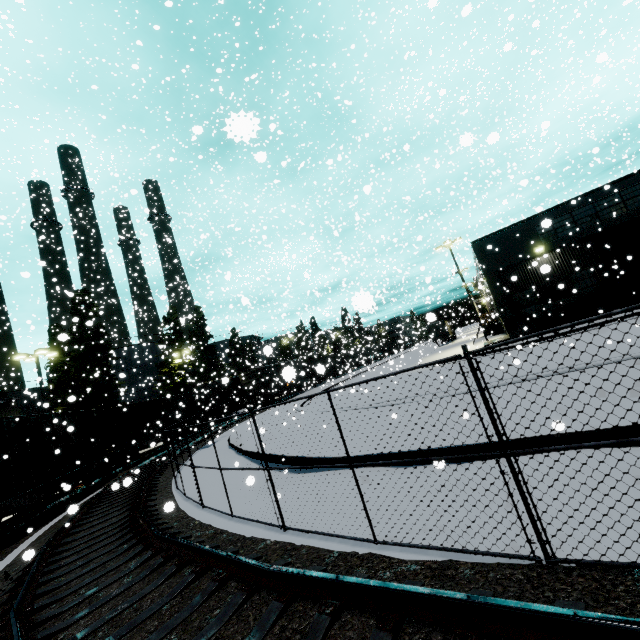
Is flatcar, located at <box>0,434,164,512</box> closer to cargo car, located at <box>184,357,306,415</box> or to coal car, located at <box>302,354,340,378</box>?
coal car, located at <box>302,354,340,378</box>

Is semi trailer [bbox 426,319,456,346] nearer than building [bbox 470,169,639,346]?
No

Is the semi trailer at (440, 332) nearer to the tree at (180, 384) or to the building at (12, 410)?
the building at (12, 410)

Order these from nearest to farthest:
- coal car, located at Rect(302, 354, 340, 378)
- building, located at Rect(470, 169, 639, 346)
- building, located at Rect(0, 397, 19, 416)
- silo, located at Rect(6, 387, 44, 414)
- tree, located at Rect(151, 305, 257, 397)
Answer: coal car, located at Rect(302, 354, 340, 378) < building, located at Rect(470, 169, 639, 346) < building, located at Rect(0, 397, 19, 416) < tree, located at Rect(151, 305, 257, 397) < silo, located at Rect(6, 387, 44, 414)

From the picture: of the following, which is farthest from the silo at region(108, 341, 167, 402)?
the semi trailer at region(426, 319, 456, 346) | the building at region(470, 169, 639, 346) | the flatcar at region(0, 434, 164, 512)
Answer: the flatcar at region(0, 434, 164, 512)

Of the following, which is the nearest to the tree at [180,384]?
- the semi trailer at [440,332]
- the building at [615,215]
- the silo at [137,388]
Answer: the silo at [137,388]

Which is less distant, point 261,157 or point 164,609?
point 164,609

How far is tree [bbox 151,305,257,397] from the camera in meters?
39.1
